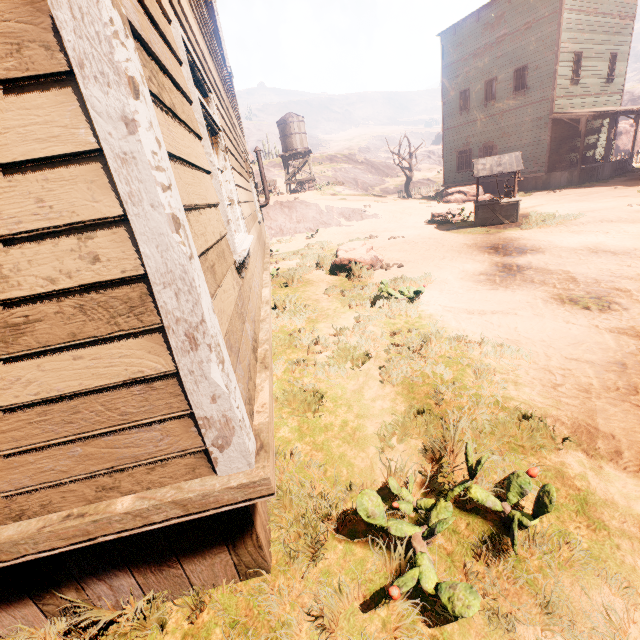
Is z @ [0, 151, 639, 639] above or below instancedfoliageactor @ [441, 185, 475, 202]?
below

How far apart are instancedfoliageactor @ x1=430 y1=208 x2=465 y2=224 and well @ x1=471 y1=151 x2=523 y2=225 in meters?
0.7

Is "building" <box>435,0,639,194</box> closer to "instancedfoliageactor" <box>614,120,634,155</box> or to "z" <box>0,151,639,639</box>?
"z" <box>0,151,639,639</box>

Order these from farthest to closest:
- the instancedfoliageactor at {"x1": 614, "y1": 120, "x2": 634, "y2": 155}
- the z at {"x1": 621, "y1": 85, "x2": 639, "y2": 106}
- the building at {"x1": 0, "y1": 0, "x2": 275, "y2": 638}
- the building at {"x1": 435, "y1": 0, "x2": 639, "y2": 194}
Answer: the z at {"x1": 621, "y1": 85, "x2": 639, "y2": 106}
the instancedfoliageactor at {"x1": 614, "y1": 120, "x2": 634, "y2": 155}
the building at {"x1": 435, "y1": 0, "x2": 639, "y2": 194}
the building at {"x1": 0, "y1": 0, "x2": 275, "y2": 638}

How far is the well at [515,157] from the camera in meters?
11.2 m

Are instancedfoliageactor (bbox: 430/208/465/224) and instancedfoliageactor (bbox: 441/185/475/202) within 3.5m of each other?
no

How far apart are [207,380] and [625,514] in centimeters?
276cm

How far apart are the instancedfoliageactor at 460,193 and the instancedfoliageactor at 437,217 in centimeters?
742cm
